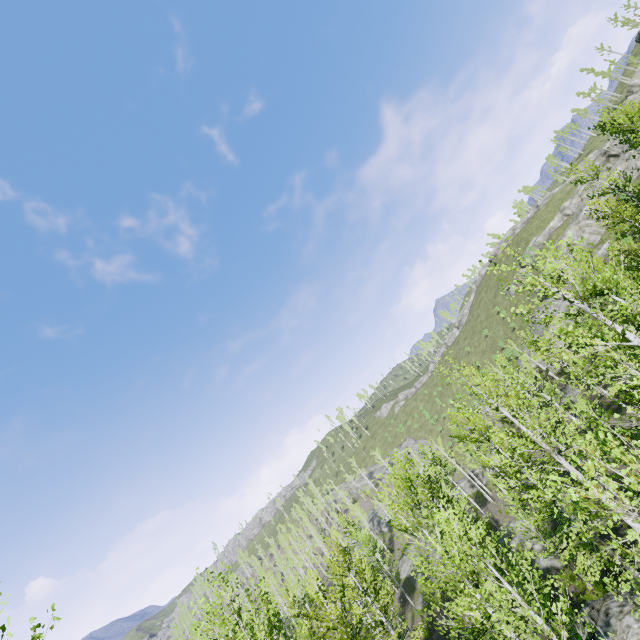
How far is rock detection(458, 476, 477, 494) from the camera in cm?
4681

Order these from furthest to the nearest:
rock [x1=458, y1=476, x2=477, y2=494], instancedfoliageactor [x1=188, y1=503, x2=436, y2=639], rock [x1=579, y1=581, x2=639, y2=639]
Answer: rock [x1=458, y1=476, x2=477, y2=494]
rock [x1=579, y1=581, x2=639, y2=639]
instancedfoliageactor [x1=188, y1=503, x2=436, y2=639]

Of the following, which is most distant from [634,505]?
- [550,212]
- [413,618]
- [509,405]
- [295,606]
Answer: [550,212]

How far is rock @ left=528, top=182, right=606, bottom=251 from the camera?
42.2m

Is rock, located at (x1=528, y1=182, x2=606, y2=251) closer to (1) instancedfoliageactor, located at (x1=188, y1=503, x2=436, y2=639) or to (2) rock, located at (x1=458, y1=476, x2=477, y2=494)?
(1) instancedfoliageactor, located at (x1=188, y1=503, x2=436, y2=639)

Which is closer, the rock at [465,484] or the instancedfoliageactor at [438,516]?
the instancedfoliageactor at [438,516]

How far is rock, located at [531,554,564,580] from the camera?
Result: 21.50m

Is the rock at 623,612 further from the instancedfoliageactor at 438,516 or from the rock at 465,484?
the rock at 465,484
